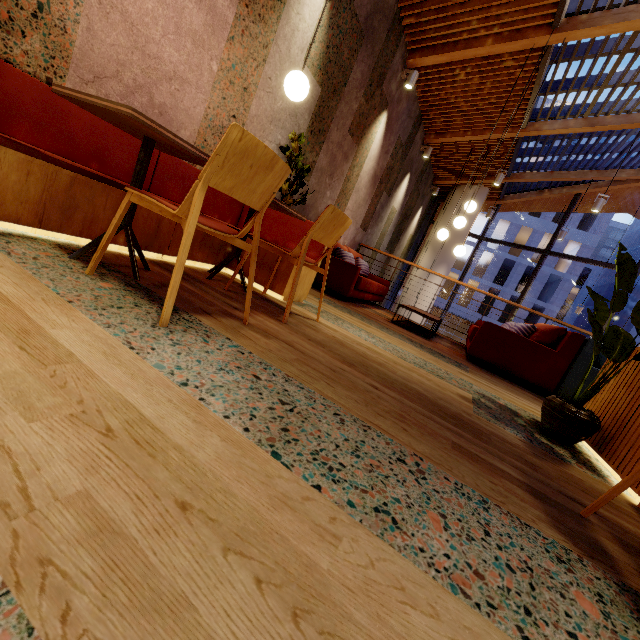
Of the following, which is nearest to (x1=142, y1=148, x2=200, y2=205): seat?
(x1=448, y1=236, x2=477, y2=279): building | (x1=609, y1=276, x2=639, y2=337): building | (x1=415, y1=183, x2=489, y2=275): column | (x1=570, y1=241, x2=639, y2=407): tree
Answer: (x1=570, y1=241, x2=639, y2=407): tree

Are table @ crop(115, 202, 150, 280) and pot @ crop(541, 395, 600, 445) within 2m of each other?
no

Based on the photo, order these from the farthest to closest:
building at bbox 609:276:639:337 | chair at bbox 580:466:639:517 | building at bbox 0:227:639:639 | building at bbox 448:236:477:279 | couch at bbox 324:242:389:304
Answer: building at bbox 448:236:477:279, building at bbox 609:276:639:337, couch at bbox 324:242:389:304, chair at bbox 580:466:639:517, building at bbox 0:227:639:639

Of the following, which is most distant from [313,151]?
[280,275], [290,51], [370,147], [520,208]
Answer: [520,208]

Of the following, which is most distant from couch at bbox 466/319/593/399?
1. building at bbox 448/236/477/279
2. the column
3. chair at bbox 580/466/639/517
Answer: building at bbox 448/236/477/279

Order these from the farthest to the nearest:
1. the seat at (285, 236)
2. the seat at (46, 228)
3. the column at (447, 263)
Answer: the column at (447, 263), the seat at (285, 236), the seat at (46, 228)

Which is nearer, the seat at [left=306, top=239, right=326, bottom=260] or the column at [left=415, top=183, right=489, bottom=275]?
the seat at [left=306, top=239, right=326, bottom=260]

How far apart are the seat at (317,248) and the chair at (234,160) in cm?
58
